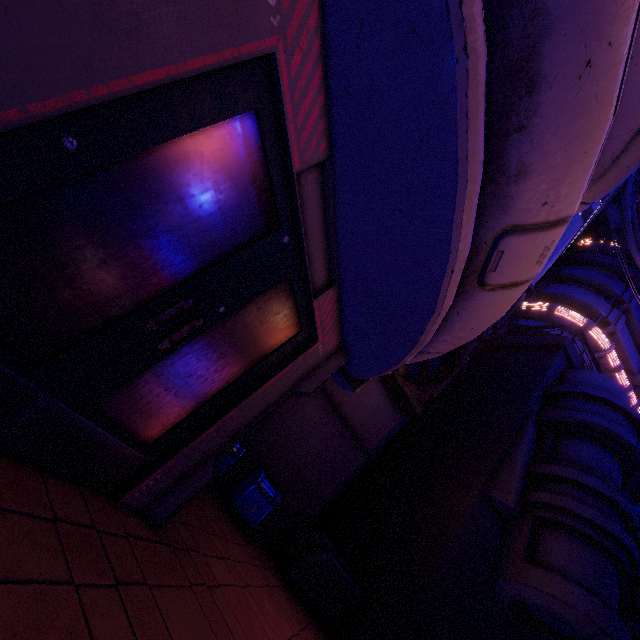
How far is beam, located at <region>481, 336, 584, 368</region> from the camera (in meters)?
13.05

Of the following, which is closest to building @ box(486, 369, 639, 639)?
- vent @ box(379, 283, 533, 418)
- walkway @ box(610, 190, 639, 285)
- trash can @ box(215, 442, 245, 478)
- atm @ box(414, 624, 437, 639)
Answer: atm @ box(414, 624, 437, 639)

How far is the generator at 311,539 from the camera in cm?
799

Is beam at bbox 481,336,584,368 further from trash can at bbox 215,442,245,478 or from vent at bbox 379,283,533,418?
trash can at bbox 215,442,245,478

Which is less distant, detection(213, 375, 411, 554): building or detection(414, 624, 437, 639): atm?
detection(414, 624, 437, 639): atm

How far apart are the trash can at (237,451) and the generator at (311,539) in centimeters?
263cm

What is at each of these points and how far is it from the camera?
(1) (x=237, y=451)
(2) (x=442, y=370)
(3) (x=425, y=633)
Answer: (1) trash can, 8.1m
(2) vent, 11.8m
(3) atm, 7.6m

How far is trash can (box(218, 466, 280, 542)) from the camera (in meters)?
7.66
